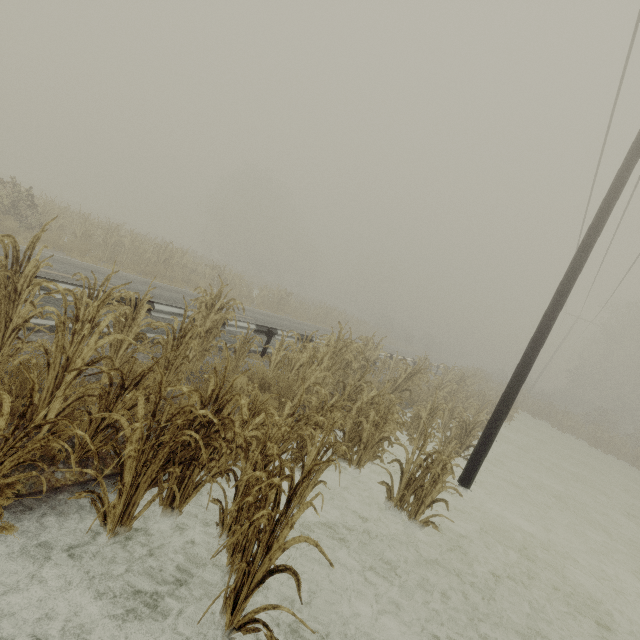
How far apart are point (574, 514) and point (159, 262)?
19.9m

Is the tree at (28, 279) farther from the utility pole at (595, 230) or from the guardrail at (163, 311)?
the guardrail at (163, 311)

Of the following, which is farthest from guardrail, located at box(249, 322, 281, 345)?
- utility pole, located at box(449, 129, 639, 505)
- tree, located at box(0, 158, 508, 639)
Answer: utility pole, located at box(449, 129, 639, 505)

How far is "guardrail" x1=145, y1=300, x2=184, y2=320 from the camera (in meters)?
6.90

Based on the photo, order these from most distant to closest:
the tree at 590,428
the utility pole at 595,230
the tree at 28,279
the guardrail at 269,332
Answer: the tree at 590,428, the guardrail at 269,332, the utility pole at 595,230, the tree at 28,279

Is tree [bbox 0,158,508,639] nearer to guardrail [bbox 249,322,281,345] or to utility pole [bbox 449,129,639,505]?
utility pole [bbox 449,129,639,505]
